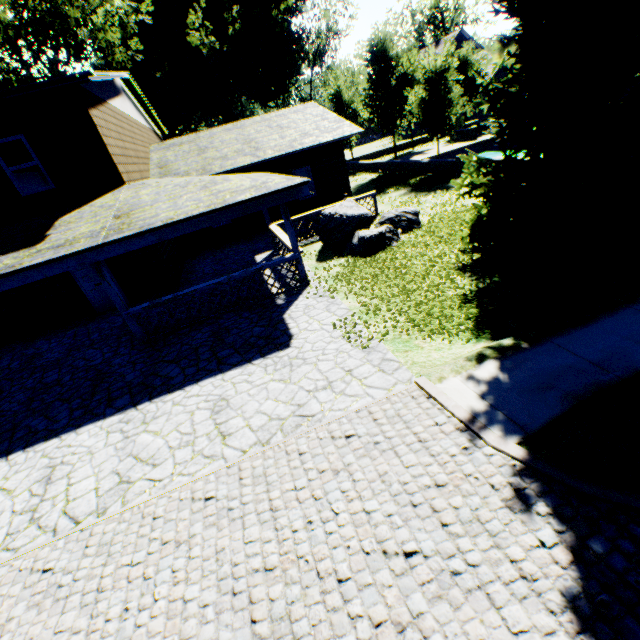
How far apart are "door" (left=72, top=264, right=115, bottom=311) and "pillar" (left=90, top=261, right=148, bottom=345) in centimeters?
452cm

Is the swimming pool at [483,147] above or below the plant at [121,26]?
below

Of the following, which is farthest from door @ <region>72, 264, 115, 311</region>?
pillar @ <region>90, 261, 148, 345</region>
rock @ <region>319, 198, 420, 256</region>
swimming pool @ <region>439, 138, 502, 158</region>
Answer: swimming pool @ <region>439, 138, 502, 158</region>

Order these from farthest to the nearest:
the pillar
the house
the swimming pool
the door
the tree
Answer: the swimming pool → the tree → the door → the house → the pillar

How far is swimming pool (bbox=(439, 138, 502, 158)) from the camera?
27.3 meters

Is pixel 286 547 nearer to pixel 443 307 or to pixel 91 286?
pixel 443 307

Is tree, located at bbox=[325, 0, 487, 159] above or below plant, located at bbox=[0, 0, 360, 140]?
below

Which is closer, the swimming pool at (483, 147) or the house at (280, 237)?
→ the house at (280, 237)
